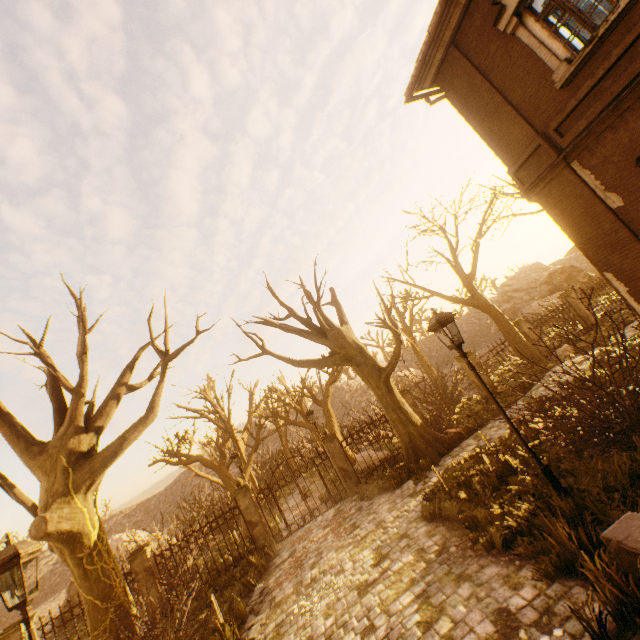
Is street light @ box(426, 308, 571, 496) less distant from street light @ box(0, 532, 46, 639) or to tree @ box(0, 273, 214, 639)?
street light @ box(0, 532, 46, 639)

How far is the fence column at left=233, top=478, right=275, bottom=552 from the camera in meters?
12.1 m

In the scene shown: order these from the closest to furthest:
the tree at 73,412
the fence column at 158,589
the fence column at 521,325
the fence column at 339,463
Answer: the tree at 73,412
the fence column at 158,589
the fence column at 339,463
the fence column at 521,325

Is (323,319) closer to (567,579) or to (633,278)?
(633,278)

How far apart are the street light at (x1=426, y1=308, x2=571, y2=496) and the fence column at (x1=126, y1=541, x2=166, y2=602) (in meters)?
12.68

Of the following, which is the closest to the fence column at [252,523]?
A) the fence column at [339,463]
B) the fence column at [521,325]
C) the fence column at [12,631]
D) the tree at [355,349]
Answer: the fence column at [339,463]

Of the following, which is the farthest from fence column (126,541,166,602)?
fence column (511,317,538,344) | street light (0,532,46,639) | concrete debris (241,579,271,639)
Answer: fence column (511,317,538,344)

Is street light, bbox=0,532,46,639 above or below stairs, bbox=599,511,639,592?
above
